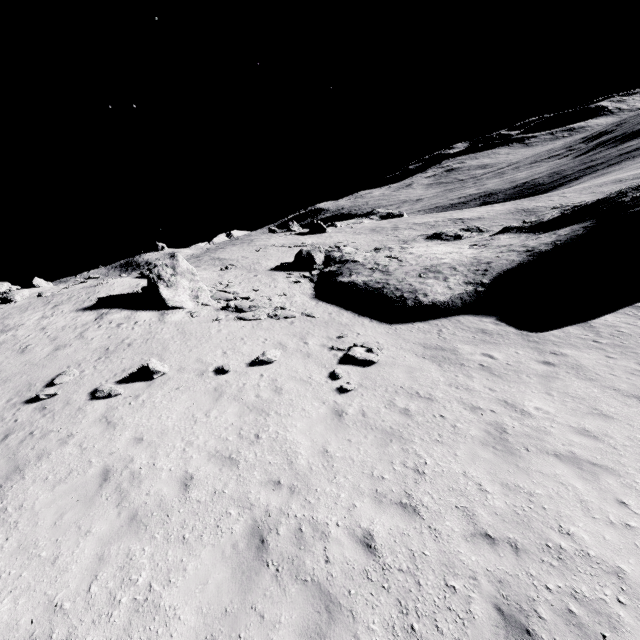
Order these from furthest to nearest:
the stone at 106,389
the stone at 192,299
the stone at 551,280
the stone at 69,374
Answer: the stone at 192,299 → the stone at 551,280 → the stone at 69,374 → the stone at 106,389

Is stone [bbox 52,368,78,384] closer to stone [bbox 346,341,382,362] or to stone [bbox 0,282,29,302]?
stone [bbox 346,341,382,362]

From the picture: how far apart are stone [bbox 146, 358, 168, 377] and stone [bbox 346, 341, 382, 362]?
6.97m

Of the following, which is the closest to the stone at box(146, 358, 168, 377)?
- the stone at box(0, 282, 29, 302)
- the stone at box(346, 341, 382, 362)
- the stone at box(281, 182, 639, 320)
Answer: the stone at box(281, 182, 639, 320)

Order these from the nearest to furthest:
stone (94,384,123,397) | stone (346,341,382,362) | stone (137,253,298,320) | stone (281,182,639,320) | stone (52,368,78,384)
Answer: stone (94,384,123,397)
stone (52,368,78,384)
stone (346,341,382,362)
stone (281,182,639,320)
stone (137,253,298,320)

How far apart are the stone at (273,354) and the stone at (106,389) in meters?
4.6 m

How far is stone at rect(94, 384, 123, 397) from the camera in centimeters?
1073cm

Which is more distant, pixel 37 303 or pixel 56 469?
pixel 37 303
